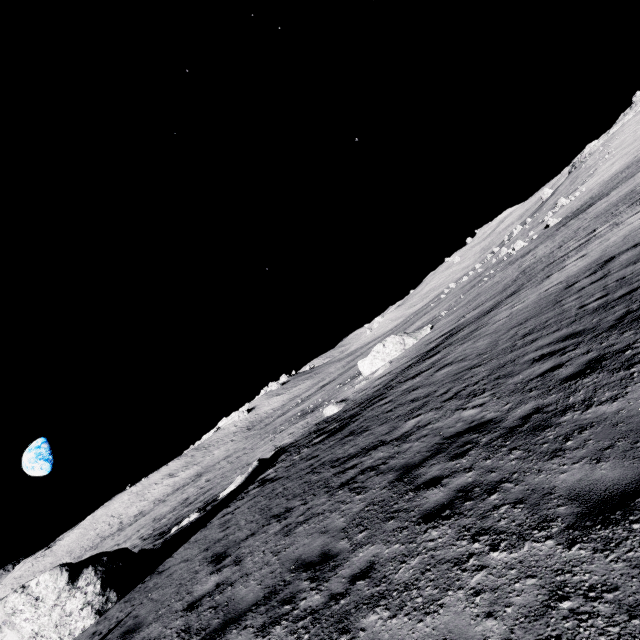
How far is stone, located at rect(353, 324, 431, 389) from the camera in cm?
3134

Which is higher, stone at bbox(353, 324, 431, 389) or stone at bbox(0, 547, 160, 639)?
stone at bbox(0, 547, 160, 639)

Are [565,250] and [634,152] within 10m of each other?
no

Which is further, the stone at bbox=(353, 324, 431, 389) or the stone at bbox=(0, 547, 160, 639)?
the stone at bbox=(353, 324, 431, 389)

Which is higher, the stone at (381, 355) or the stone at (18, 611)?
the stone at (18, 611)

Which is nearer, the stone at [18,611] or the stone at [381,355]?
the stone at [18,611]
